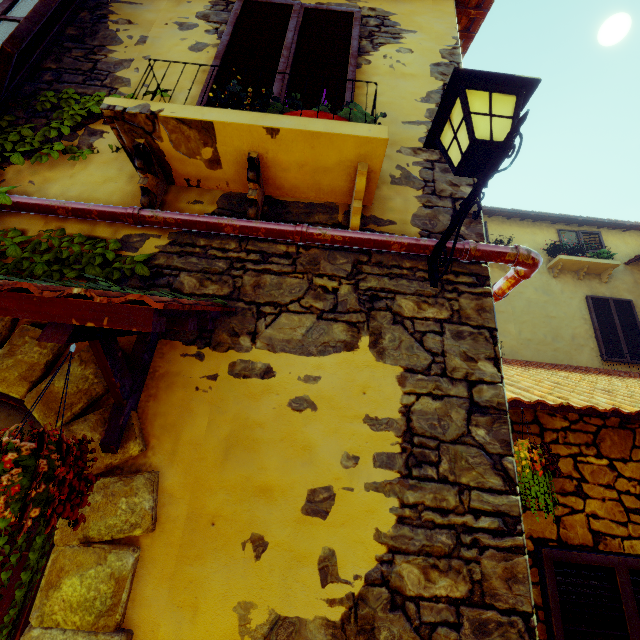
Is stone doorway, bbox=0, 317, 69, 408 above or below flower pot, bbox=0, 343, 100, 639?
above

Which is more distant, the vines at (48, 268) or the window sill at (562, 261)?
the window sill at (562, 261)

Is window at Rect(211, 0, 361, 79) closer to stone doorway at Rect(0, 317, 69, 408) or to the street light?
the street light

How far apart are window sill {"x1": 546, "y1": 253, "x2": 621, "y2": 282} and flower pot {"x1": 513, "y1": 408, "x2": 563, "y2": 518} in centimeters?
749cm

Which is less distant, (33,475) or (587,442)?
(33,475)

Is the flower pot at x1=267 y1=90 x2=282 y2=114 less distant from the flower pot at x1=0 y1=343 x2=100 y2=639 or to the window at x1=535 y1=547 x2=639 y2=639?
the flower pot at x1=0 y1=343 x2=100 y2=639

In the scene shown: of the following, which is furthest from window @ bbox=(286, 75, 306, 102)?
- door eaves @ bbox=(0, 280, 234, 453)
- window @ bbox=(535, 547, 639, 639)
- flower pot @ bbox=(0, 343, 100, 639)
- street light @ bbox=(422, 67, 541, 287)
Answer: window @ bbox=(535, 547, 639, 639)

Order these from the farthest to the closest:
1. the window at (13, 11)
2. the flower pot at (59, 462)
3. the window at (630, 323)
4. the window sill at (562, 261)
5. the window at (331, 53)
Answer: the window sill at (562, 261)
the window at (630, 323)
the window at (331, 53)
the window at (13, 11)
the flower pot at (59, 462)
